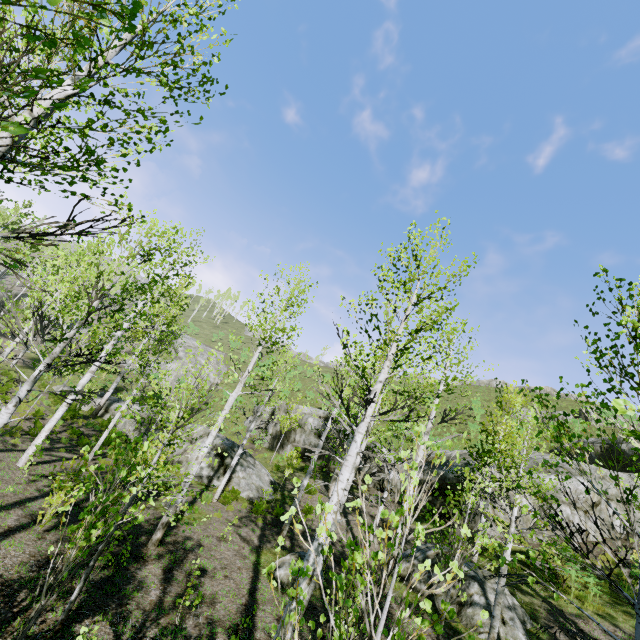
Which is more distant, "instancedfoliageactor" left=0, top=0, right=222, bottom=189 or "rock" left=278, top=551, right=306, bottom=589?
"rock" left=278, top=551, right=306, bottom=589

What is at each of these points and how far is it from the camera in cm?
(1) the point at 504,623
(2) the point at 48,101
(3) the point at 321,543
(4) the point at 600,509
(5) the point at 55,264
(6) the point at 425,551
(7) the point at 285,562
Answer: (1) rock, 950
(2) instancedfoliageactor, 372
(3) instancedfoliageactor, 233
(4) rock, 1538
(5) instancedfoliageactor, 746
(6) rock, 1181
(7) rock, 950

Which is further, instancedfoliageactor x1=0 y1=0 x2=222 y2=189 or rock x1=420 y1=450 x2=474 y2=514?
rock x1=420 y1=450 x2=474 y2=514

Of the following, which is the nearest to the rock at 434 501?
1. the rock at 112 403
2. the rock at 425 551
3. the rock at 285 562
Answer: the rock at 112 403

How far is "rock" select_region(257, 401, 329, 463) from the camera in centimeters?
2345cm

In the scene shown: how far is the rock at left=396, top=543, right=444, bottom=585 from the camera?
11.19m
